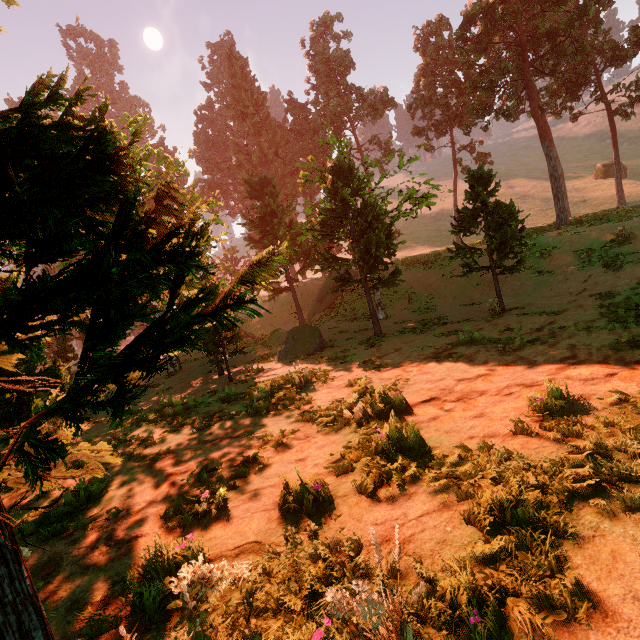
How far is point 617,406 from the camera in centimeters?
424cm

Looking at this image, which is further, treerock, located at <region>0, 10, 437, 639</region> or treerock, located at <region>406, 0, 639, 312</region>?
treerock, located at <region>406, 0, 639, 312</region>

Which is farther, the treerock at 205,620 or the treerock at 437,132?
the treerock at 437,132

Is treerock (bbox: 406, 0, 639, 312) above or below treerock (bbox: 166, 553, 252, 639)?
above
